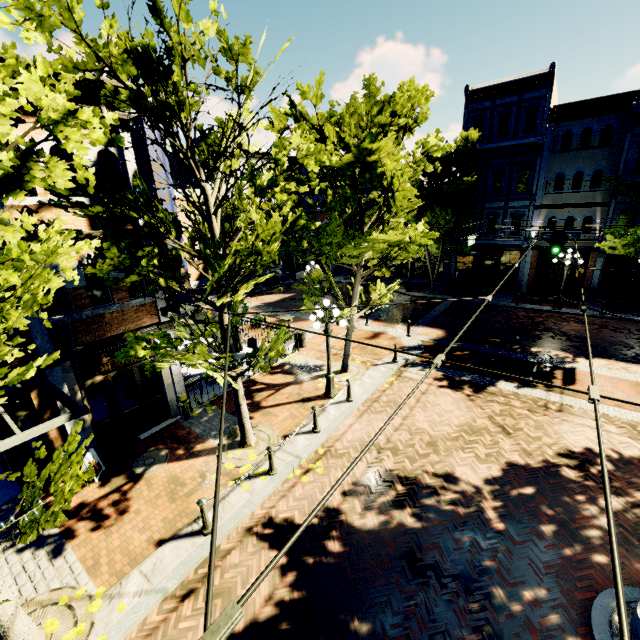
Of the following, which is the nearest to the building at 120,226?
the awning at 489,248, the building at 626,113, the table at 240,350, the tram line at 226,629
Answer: the table at 240,350

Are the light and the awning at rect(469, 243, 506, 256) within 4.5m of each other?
no

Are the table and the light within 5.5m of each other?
yes

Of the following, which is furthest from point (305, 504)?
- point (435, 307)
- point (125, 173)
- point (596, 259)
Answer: point (596, 259)

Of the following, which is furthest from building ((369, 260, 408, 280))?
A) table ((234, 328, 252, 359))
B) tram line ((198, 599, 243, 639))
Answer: tram line ((198, 599, 243, 639))

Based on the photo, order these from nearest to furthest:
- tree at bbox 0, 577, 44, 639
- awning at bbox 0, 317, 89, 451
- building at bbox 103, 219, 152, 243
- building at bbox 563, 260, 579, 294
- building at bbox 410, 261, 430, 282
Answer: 1. tree at bbox 0, 577, 44, 639
2. awning at bbox 0, 317, 89, 451
3. building at bbox 103, 219, 152, 243
4. building at bbox 563, 260, 579, 294
5. building at bbox 410, 261, 430, 282

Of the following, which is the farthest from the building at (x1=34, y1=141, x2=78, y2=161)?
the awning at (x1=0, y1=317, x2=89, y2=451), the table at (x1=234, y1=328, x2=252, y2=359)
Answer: the table at (x1=234, y1=328, x2=252, y2=359)

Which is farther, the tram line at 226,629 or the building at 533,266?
the building at 533,266
